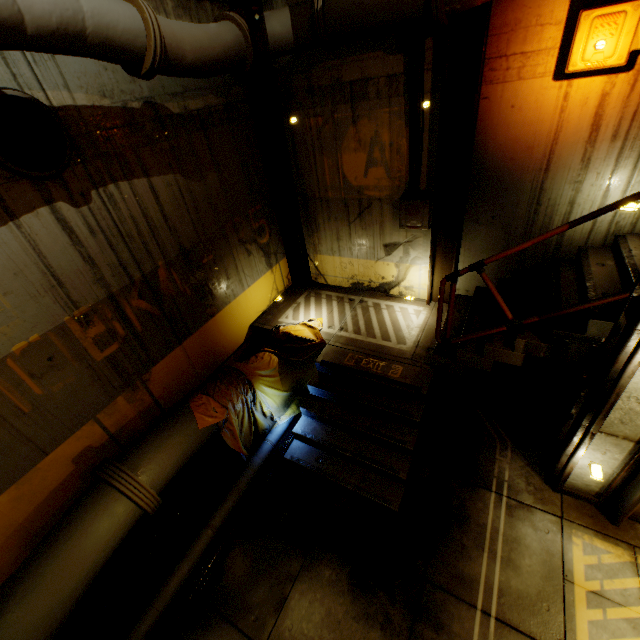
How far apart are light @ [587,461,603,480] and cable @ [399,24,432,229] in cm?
416

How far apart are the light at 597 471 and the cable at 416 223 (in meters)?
4.16

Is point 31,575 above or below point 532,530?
above

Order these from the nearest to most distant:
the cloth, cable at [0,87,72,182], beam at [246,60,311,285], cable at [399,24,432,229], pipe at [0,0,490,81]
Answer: pipe at [0,0,490,81], cable at [0,87,72,182], cable at [399,24,432,229], the cloth, beam at [246,60,311,285]

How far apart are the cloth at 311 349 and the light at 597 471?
4.16m

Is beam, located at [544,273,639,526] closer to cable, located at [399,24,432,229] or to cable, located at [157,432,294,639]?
cable, located at [399,24,432,229]

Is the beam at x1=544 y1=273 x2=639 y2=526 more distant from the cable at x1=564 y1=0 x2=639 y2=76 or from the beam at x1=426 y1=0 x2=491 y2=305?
the beam at x1=426 y1=0 x2=491 y2=305

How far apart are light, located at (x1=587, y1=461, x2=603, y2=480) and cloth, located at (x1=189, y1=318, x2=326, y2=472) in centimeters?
416cm
